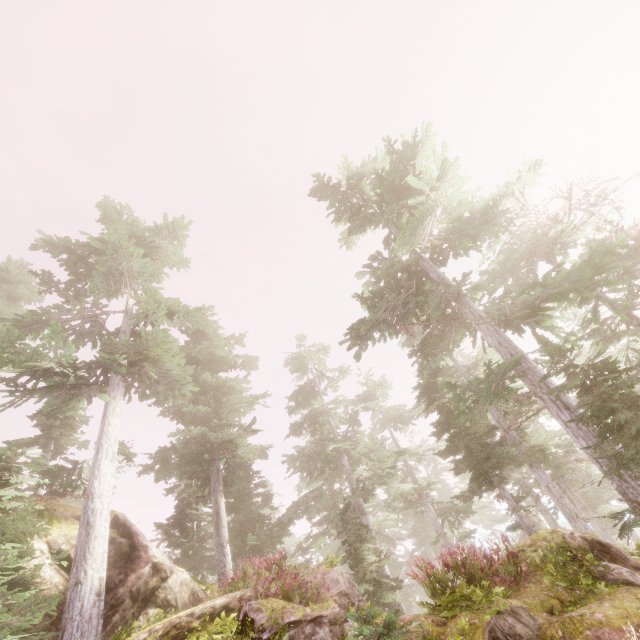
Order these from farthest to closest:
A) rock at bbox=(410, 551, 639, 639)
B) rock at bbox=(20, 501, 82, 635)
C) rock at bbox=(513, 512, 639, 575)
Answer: rock at bbox=(20, 501, 82, 635)
rock at bbox=(513, 512, 639, 575)
rock at bbox=(410, 551, 639, 639)

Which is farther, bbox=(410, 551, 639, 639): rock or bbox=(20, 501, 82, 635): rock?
bbox=(20, 501, 82, 635): rock

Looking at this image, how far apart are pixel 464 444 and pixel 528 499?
49.1m

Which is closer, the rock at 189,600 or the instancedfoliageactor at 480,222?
the rock at 189,600

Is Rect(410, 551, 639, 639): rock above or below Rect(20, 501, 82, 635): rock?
below

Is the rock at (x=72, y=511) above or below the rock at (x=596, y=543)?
above

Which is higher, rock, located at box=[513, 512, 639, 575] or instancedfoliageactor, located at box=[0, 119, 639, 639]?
instancedfoliageactor, located at box=[0, 119, 639, 639]
